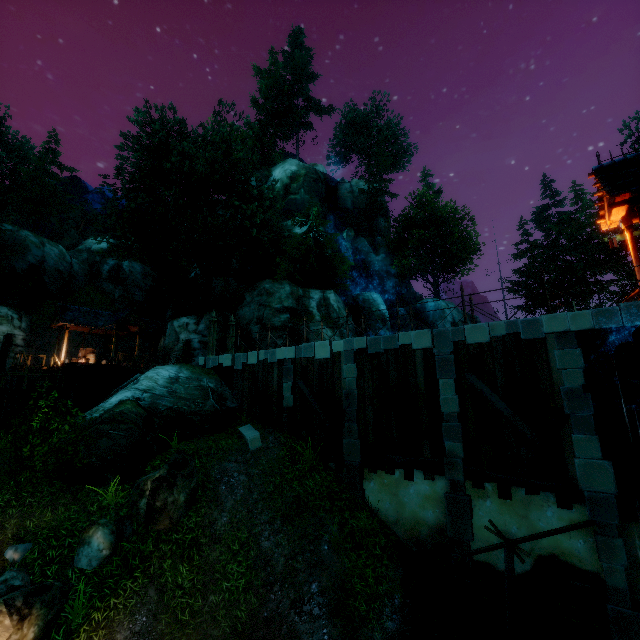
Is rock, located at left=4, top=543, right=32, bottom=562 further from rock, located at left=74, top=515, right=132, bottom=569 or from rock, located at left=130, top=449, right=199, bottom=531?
rock, located at left=130, top=449, right=199, bottom=531

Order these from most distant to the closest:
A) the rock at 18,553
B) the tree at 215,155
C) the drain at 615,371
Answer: the tree at 215,155 < the rock at 18,553 < the drain at 615,371

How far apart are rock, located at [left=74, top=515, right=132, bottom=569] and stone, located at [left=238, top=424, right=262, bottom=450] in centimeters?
436cm

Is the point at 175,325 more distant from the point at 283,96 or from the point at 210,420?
the point at 283,96

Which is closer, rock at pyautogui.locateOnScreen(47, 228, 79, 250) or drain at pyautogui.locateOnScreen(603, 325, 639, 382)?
drain at pyautogui.locateOnScreen(603, 325, 639, 382)

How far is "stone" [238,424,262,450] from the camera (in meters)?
12.70

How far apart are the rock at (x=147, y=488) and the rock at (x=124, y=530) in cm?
12

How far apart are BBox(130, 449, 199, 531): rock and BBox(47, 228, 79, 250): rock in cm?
5153
